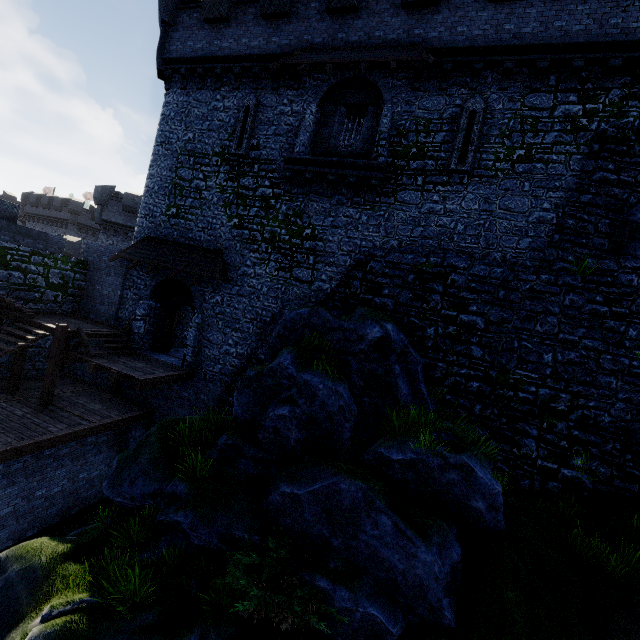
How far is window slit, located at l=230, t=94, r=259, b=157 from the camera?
14.1 meters

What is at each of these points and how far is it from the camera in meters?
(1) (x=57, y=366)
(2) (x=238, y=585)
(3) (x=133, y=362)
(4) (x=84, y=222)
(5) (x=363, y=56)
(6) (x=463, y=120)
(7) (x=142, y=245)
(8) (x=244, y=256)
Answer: (1) stairs, 12.5
(2) bush, 6.3
(3) walkway, 13.4
(4) building, 45.1
(5) awning, 11.8
(6) window slit, 11.4
(7) awning, 15.3
(8) building tower, 14.0

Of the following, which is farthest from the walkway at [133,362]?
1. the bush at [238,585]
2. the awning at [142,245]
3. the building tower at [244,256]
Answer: the bush at [238,585]

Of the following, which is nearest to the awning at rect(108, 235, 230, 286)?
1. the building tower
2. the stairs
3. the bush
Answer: the building tower

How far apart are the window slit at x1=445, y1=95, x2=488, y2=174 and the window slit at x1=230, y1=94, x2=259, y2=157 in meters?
8.2

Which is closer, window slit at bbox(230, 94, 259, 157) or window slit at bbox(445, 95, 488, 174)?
window slit at bbox(445, 95, 488, 174)

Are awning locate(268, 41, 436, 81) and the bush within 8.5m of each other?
no

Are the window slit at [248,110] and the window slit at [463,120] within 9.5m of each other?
yes
